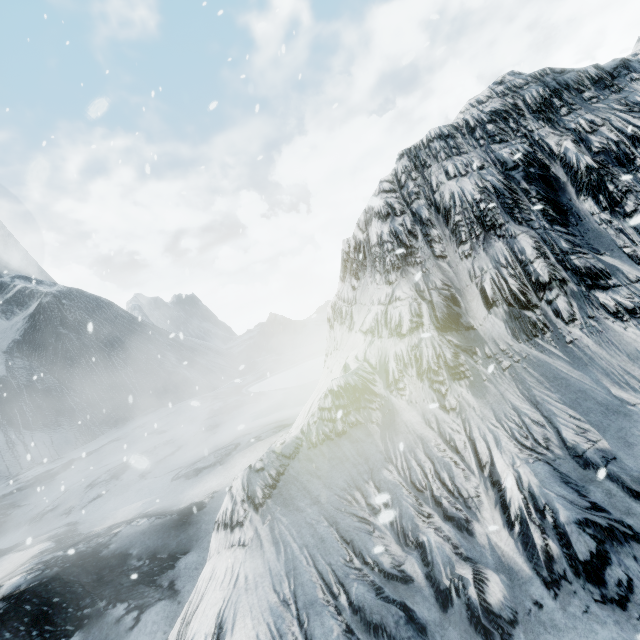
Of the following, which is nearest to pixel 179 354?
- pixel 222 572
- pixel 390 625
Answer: pixel 222 572
